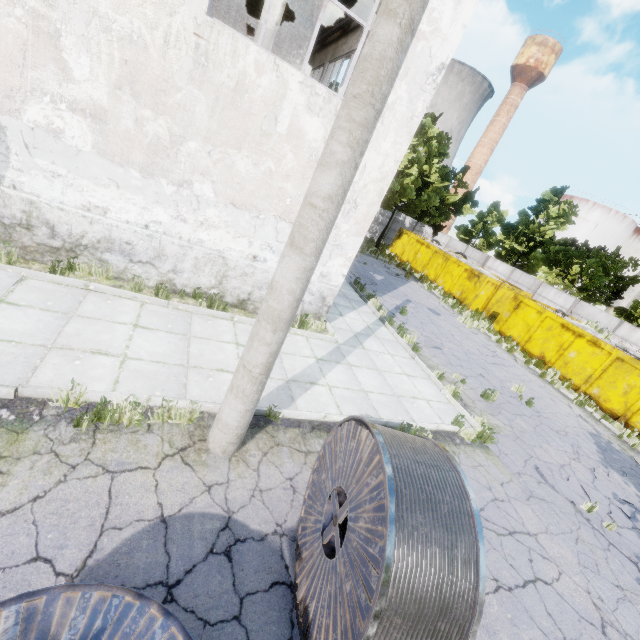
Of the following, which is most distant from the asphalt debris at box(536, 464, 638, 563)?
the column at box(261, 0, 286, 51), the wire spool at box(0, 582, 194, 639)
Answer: the column at box(261, 0, 286, 51)

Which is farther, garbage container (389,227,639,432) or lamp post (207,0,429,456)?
garbage container (389,227,639,432)

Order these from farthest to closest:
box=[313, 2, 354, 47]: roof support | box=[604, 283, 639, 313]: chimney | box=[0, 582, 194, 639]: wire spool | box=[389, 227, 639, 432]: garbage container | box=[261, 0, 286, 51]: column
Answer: box=[604, 283, 639, 313]: chimney < box=[389, 227, 639, 432]: garbage container < box=[313, 2, 354, 47]: roof support < box=[261, 0, 286, 51]: column < box=[0, 582, 194, 639]: wire spool

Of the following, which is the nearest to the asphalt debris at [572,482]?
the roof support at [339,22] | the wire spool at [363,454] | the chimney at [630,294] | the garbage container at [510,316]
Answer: the garbage container at [510,316]

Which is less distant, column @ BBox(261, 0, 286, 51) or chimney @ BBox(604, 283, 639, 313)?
column @ BBox(261, 0, 286, 51)

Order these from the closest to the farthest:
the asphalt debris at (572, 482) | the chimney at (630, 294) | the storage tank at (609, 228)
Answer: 1. the asphalt debris at (572, 482)
2. the chimney at (630, 294)
3. the storage tank at (609, 228)

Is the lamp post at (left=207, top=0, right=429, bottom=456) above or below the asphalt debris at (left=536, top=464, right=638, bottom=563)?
above

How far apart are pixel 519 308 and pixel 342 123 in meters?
19.4 m
